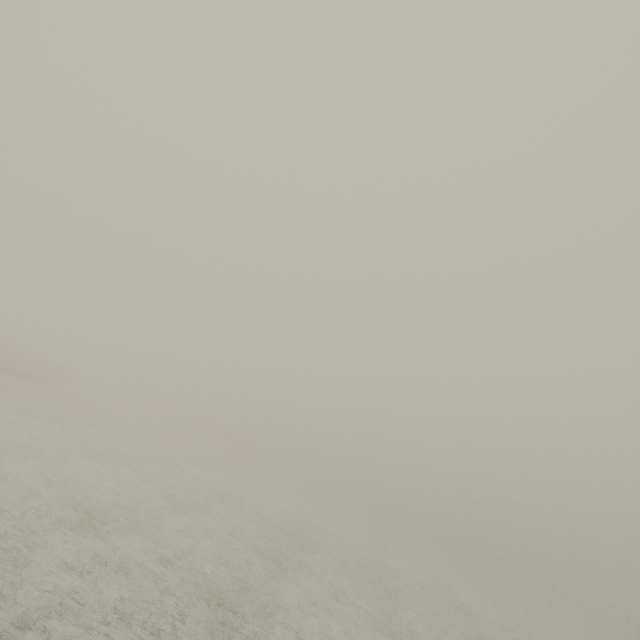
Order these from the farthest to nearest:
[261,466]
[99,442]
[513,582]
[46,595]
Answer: [513,582], [261,466], [99,442], [46,595]
